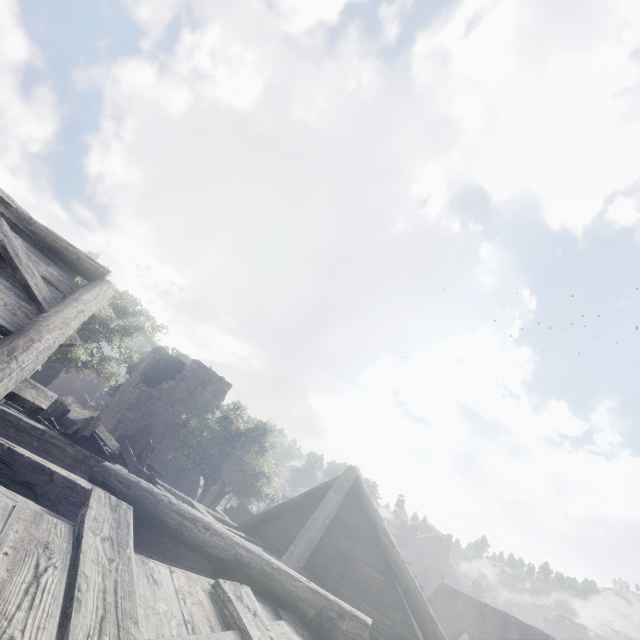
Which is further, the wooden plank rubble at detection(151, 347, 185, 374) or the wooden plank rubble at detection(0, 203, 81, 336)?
the wooden plank rubble at detection(151, 347, 185, 374)

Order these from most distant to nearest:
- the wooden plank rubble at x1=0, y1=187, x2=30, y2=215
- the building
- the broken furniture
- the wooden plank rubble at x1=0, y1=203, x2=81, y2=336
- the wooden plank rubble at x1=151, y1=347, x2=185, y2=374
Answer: the wooden plank rubble at x1=151, y1=347, x2=185, y2=374 < the broken furniture < the wooden plank rubble at x1=0, y1=187, x2=30, y2=215 < the wooden plank rubble at x1=0, y1=203, x2=81, y2=336 < the building

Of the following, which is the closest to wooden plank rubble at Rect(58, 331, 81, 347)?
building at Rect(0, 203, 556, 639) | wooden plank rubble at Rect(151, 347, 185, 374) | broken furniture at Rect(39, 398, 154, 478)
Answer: building at Rect(0, 203, 556, 639)

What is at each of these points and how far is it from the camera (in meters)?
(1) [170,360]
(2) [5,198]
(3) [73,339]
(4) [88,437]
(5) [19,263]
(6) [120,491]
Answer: (1) wooden plank rubble, 26.52
(2) wooden plank rubble, 5.96
(3) wooden plank rubble, 4.80
(4) broken furniture, 8.48
(5) wooden plank rubble, 4.80
(6) building, 5.11

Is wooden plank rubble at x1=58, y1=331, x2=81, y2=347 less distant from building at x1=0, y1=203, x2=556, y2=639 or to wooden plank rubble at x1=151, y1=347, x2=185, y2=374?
building at x1=0, y1=203, x2=556, y2=639

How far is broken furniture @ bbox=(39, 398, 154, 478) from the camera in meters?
8.2

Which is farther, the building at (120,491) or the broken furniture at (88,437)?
the broken furniture at (88,437)

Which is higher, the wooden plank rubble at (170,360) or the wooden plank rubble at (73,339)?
the wooden plank rubble at (170,360)
